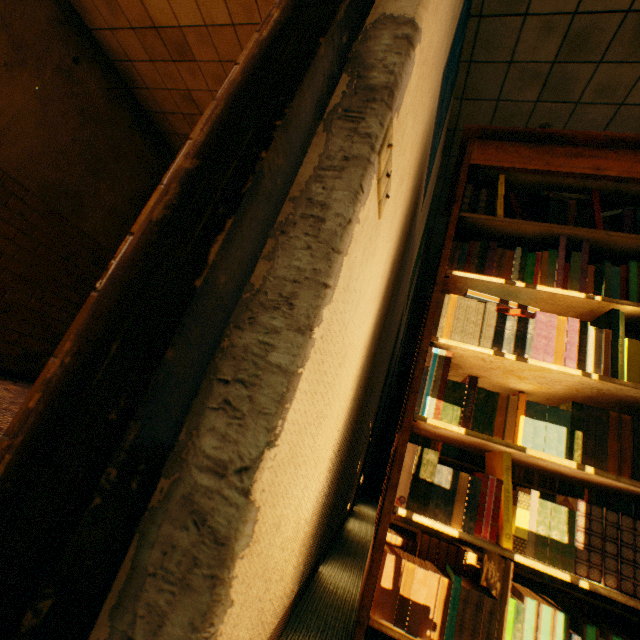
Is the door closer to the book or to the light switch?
the light switch

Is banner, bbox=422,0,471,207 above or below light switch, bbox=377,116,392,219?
above

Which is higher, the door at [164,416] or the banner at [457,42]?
the banner at [457,42]

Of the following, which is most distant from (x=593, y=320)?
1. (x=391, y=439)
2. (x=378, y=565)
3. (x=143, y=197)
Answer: (x=143, y=197)

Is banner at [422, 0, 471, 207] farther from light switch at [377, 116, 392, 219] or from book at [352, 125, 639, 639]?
light switch at [377, 116, 392, 219]

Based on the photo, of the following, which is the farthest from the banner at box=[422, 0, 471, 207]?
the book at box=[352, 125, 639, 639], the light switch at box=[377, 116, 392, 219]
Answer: the light switch at box=[377, 116, 392, 219]

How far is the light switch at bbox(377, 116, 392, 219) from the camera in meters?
0.7

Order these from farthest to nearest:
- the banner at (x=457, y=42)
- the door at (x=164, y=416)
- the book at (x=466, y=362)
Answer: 1. the banner at (x=457, y=42)
2. the book at (x=466, y=362)
3. the door at (x=164, y=416)
